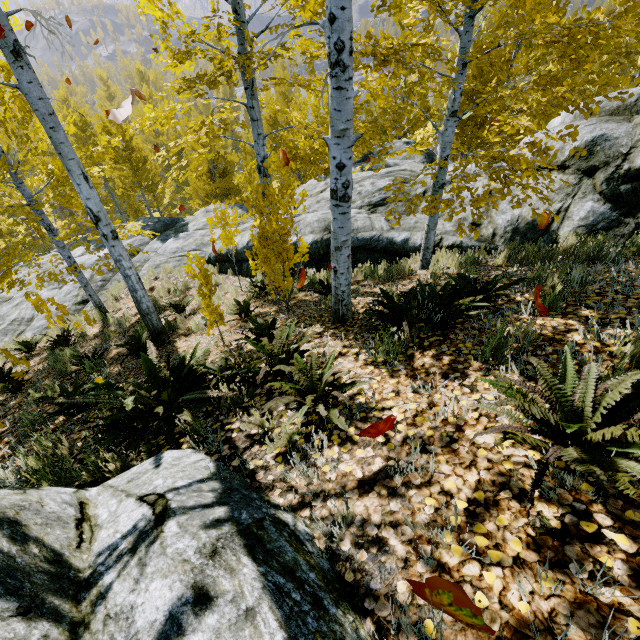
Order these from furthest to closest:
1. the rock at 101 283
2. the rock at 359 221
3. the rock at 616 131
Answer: the rock at 101 283
the rock at 359 221
the rock at 616 131

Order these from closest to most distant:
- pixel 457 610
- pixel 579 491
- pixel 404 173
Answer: pixel 457 610 → pixel 579 491 → pixel 404 173

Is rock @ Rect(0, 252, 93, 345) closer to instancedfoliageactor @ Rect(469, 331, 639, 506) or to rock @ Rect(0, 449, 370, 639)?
instancedfoliageactor @ Rect(469, 331, 639, 506)

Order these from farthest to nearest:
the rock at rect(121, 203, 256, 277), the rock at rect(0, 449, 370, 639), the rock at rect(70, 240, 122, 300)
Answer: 1. the rock at rect(70, 240, 122, 300)
2. the rock at rect(121, 203, 256, 277)
3. the rock at rect(0, 449, 370, 639)

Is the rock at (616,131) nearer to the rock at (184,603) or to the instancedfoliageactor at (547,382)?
the instancedfoliageactor at (547,382)

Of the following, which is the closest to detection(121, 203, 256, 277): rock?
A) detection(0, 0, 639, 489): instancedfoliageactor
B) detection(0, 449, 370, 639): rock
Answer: detection(0, 0, 639, 489): instancedfoliageactor

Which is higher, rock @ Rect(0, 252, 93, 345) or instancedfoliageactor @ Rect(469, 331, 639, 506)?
instancedfoliageactor @ Rect(469, 331, 639, 506)

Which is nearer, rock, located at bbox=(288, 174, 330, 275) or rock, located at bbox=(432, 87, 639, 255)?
rock, located at bbox=(432, 87, 639, 255)
